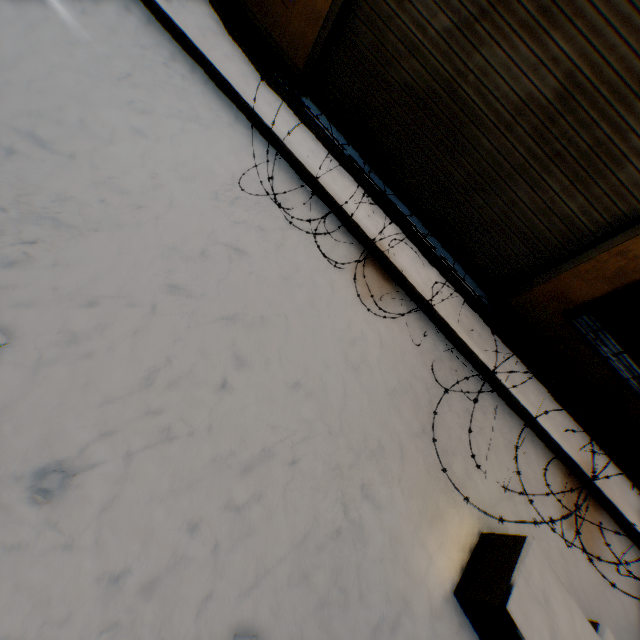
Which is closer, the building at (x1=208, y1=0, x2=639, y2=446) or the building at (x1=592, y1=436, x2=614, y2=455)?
the building at (x1=208, y1=0, x2=639, y2=446)

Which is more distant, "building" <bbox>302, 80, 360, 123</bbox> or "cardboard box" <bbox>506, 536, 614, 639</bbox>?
"building" <bbox>302, 80, 360, 123</bbox>

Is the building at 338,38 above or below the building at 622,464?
above

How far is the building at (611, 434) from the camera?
3.5m

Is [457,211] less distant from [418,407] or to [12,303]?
[418,407]

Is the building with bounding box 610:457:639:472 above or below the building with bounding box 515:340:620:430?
below

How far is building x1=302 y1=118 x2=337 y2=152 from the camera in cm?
338
